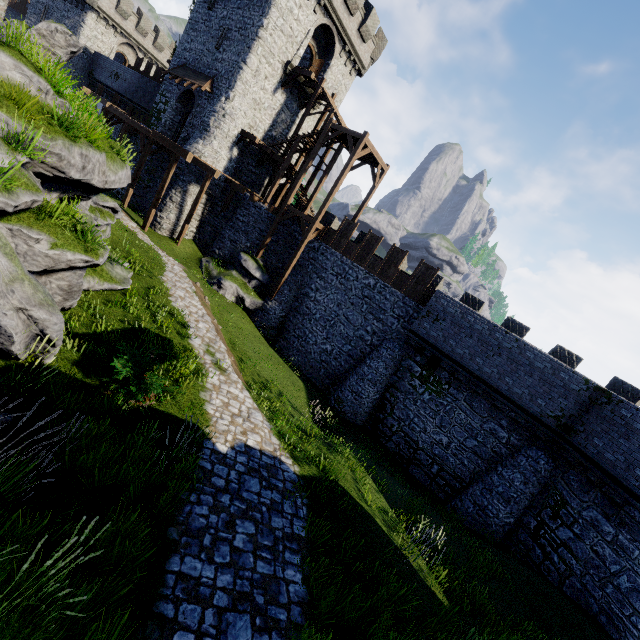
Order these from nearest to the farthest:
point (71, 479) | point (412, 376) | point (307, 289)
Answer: point (71, 479) < point (412, 376) < point (307, 289)

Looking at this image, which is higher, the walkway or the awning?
the awning

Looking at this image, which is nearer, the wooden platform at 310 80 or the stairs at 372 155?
the stairs at 372 155

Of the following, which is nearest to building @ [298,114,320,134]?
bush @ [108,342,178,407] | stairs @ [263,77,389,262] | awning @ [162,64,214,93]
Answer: awning @ [162,64,214,93]

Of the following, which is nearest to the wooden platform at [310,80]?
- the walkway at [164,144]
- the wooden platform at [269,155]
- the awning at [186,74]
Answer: the wooden platform at [269,155]

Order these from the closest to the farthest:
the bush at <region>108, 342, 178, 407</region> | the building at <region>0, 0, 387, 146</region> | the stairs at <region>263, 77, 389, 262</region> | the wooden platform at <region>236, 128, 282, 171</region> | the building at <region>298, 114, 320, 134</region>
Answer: the bush at <region>108, 342, 178, 407</region>
the stairs at <region>263, 77, 389, 262</region>
the building at <region>0, 0, 387, 146</region>
the wooden platform at <region>236, 128, 282, 171</region>
the building at <region>298, 114, 320, 134</region>

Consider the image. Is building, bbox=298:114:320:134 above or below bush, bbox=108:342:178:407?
above

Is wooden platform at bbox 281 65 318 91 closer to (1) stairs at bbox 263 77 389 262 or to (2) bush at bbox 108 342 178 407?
(1) stairs at bbox 263 77 389 262
